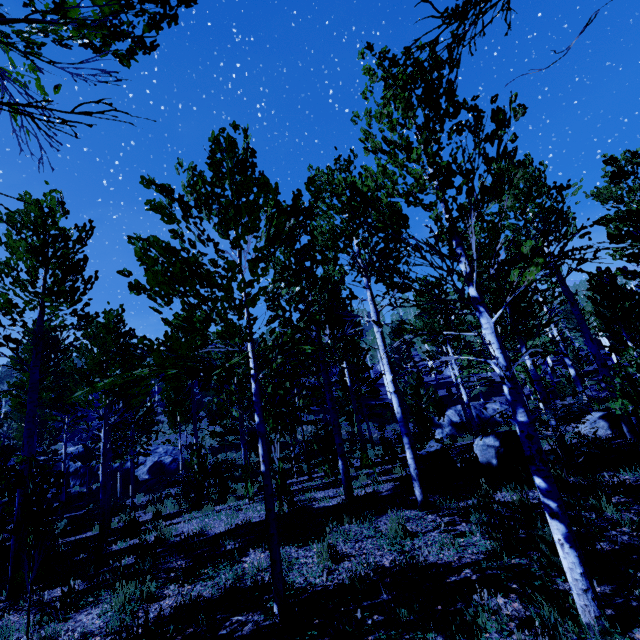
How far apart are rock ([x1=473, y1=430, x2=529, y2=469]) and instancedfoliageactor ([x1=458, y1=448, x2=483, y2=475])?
0.42m

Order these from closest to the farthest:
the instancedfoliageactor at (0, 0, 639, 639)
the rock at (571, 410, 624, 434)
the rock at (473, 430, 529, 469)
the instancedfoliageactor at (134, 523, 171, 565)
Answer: the instancedfoliageactor at (0, 0, 639, 639) < the instancedfoliageactor at (134, 523, 171, 565) < the rock at (473, 430, 529, 469) < the rock at (571, 410, 624, 434)

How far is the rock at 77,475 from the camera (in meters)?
27.33

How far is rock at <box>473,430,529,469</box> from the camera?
7.6 meters

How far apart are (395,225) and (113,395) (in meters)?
24.13

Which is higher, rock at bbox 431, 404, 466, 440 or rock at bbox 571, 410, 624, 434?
rock at bbox 431, 404, 466, 440

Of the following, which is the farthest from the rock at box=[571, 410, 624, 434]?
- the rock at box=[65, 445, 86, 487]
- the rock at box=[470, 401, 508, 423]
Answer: the rock at box=[65, 445, 86, 487]

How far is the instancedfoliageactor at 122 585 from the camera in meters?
4.4 m
